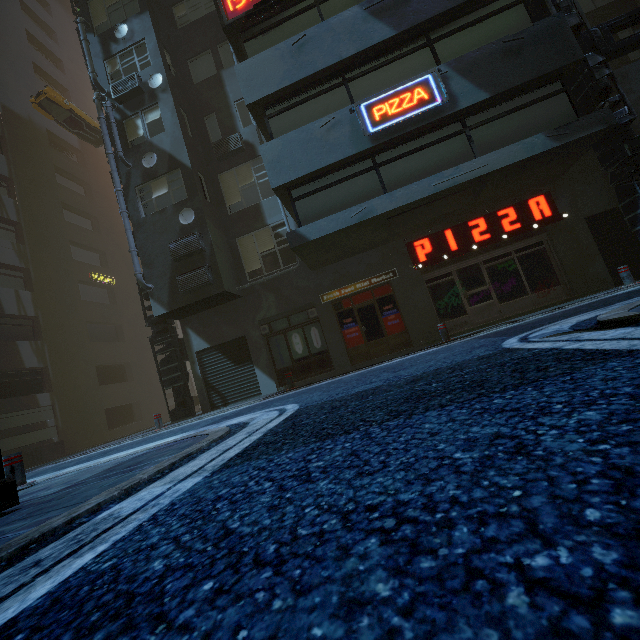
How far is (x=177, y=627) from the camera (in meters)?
0.72

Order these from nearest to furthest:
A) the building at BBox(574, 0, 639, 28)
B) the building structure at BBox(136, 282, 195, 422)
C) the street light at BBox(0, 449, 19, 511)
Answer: the street light at BBox(0, 449, 19, 511) → the building at BBox(574, 0, 639, 28) → the building structure at BBox(136, 282, 195, 422)

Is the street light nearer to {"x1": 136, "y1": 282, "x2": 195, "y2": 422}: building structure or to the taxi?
{"x1": 136, "y1": 282, "x2": 195, "y2": 422}: building structure

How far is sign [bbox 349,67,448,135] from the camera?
8.97m

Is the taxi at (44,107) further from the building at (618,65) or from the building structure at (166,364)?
the building structure at (166,364)

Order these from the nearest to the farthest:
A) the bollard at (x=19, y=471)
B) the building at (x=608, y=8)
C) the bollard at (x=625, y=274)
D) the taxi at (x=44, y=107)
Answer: the bollard at (x=19, y=471) → the bollard at (x=625, y=274) → the building at (x=608, y=8) → the taxi at (x=44, y=107)

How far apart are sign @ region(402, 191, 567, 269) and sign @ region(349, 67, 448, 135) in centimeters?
366cm

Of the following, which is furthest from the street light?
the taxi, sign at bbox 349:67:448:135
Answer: the taxi
